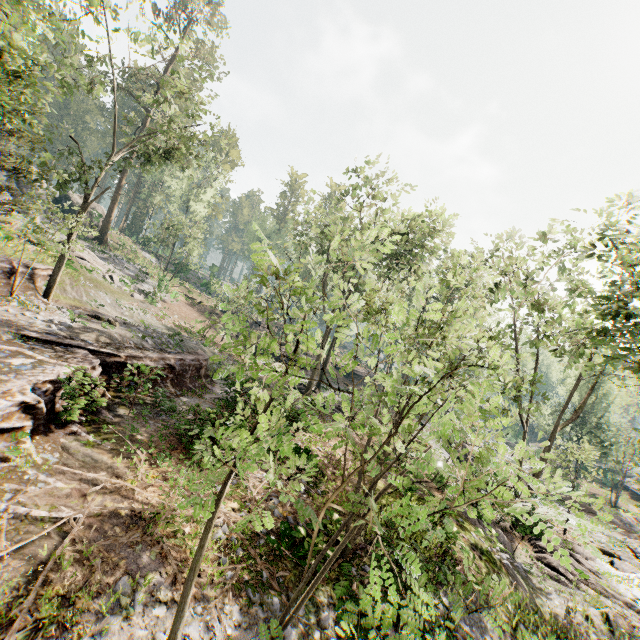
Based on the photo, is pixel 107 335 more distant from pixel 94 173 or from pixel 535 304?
pixel 535 304

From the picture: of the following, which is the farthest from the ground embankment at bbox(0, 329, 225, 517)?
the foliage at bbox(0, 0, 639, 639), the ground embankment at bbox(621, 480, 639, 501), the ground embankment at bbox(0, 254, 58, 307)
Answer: the ground embankment at bbox(621, 480, 639, 501)

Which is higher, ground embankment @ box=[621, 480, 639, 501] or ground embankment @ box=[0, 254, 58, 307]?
ground embankment @ box=[0, 254, 58, 307]

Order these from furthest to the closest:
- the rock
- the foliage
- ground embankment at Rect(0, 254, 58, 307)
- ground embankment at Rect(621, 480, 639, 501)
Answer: ground embankment at Rect(621, 480, 639, 501) < the rock < ground embankment at Rect(0, 254, 58, 307) < the foliage

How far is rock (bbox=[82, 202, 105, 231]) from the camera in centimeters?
3946cm

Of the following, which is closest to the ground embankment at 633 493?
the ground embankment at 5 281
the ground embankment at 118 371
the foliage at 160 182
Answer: the foliage at 160 182

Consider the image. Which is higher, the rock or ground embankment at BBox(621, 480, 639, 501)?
the rock

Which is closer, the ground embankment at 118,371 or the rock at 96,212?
the ground embankment at 118,371
